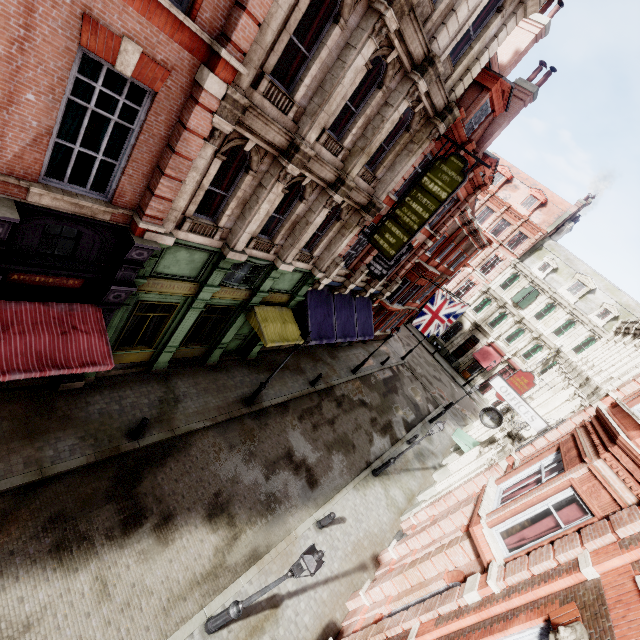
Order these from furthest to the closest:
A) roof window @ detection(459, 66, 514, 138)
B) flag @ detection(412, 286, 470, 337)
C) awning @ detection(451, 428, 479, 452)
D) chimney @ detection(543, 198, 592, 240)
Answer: chimney @ detection(543, 198, 592, 240) < flag @ detection(412, 286, 470, 337) < awning @ detection(451, 428, 479, 452) < roof window @ detection(459, 66, 514, 138)

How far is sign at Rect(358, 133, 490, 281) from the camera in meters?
11.8

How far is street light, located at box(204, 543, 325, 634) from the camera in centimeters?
650cm

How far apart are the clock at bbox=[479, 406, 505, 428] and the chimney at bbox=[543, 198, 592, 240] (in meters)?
32.91

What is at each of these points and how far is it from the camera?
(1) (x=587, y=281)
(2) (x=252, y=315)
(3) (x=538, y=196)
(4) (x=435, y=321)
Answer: (1) roof window, 34.62m
(2) awning, 13.46m
(3) roof window, 37.22m
(4) flag, 21.36m

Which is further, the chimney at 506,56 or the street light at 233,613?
the chimney at 506,56

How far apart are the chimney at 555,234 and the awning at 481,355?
14.6m

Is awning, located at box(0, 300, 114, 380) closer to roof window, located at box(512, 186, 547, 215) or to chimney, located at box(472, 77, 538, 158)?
chimney, located at box(472, 77, 538, 158)
